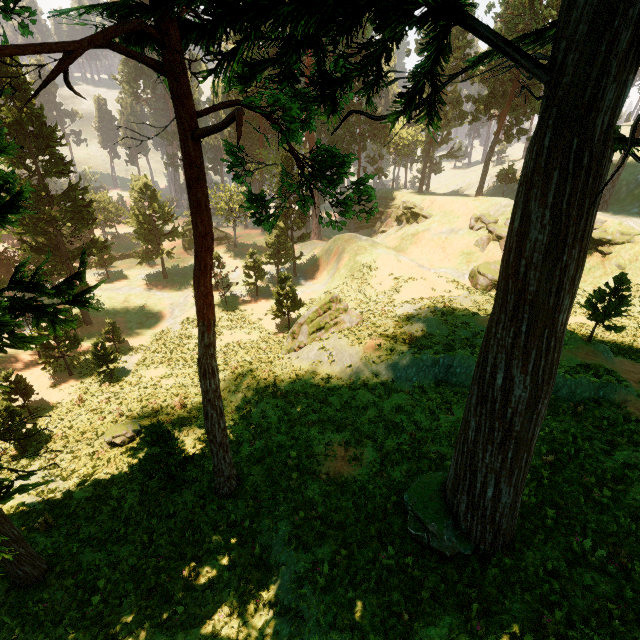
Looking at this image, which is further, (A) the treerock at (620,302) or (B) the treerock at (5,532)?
(A) the treerock at (620,302)

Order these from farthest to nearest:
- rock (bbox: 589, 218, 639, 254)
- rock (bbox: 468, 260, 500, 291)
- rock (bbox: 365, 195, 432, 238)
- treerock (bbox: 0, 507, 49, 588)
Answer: rock (bbox: 365, 195, 432, 238)
rock (bbox: 468, 260, 500, 291)
rock (bbox: 589, 218, 639, 254)
treerock (bbox: 0, 507, 49, 588)

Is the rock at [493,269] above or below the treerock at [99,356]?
above

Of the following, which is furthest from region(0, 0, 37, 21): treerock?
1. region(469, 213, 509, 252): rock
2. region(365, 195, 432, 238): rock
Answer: region(469, 213, 509, 252): rock

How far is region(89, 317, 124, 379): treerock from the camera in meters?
23.6

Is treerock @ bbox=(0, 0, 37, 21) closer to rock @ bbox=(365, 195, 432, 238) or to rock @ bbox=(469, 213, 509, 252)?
rock @ bbox=(365, 195, 432, 238)

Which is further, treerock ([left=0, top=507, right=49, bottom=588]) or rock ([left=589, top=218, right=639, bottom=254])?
rock ([left=589, top=218, right=639, bottom=254])

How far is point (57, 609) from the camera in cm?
902
